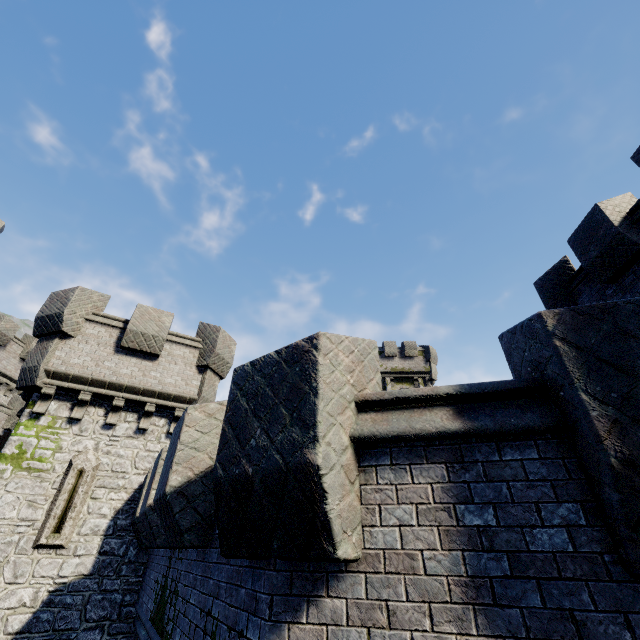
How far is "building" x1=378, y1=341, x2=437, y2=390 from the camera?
33.3m

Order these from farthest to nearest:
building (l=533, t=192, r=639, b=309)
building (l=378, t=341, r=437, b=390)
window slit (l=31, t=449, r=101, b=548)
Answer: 1. building (l=378, t=341, r=437, b=390)
2. window slit (l=31, t=449, r=101, b=548)
3. building (l=533, t=192, r=639, b=309)

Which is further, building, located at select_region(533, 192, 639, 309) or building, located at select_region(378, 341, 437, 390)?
building, located at select_region(378, 341, 437, 390)

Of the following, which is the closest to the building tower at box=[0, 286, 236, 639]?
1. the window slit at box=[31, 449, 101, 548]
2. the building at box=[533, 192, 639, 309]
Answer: the window slit at box=[31, 449, 101, 548]

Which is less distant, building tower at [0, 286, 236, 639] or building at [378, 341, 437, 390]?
building tower at [0, 286, 236, 639]

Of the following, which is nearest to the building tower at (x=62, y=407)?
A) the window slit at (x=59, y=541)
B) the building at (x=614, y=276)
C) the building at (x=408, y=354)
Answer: the window slit at (x=59, y=541)

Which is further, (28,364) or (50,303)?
(50,303)

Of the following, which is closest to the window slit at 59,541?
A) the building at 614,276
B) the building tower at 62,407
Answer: the building tower at 62,407
